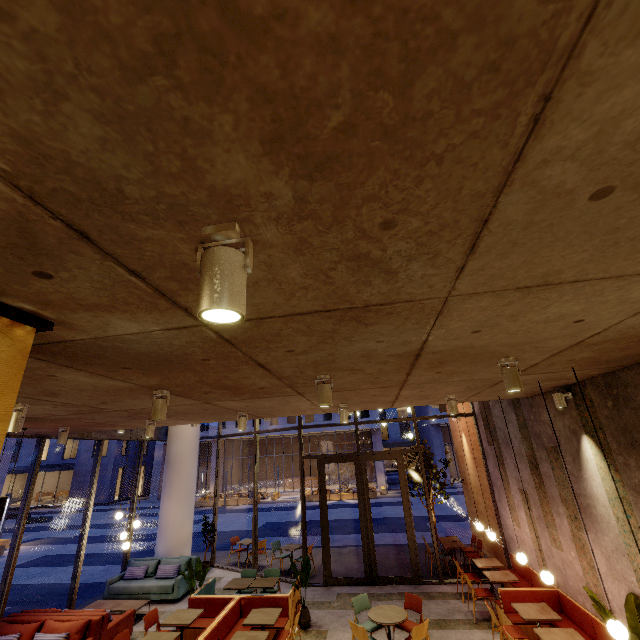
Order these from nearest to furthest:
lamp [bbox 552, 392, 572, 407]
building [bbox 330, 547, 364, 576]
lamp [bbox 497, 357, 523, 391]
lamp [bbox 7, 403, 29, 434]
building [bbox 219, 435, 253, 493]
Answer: lamp [bbox 497, 357, 523, 391], lamp [bbox 7, 403, 29, 434], lamp [bbox 552, 392, 572, 407], building [bbox 330, 547, 364, 576], building [bbox 219, 435, 253, 493]

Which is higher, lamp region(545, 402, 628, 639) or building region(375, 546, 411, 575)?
lamp region(545, 402, 628, 639)

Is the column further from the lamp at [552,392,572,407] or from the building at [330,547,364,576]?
the lamp at [552,392,572,407]

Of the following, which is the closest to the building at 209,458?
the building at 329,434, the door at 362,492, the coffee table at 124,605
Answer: the building at 329,434

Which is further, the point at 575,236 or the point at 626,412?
the point at 626,412

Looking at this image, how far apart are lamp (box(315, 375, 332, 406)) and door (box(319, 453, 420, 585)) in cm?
807

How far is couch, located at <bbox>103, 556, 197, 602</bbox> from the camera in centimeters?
929cm

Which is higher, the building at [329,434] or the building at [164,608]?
the building at [329,434]
